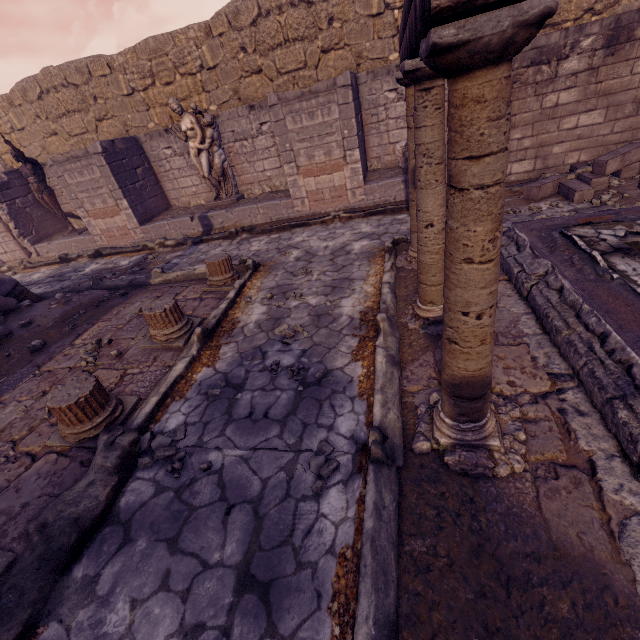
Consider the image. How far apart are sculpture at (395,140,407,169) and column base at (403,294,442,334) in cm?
491

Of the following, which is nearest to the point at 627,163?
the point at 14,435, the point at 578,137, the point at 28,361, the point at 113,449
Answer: the point at 578,137

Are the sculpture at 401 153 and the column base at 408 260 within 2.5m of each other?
no

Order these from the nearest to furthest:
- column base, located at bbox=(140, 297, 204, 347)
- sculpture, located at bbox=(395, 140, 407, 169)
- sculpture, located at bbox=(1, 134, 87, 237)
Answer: column base, located at bbox=(140, 297, 204, 347), sculpture, located at bbox=(395, 140, 407, 169), sculpture, located at bbox=(1, 134, 87, 237)

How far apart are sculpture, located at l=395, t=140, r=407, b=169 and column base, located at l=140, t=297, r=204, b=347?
6.05m

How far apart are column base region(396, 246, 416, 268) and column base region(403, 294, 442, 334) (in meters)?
0.87

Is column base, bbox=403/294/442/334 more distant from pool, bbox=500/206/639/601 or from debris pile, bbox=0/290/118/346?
debris pile, bbox=0/290/118/346

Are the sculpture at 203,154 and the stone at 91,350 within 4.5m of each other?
no
